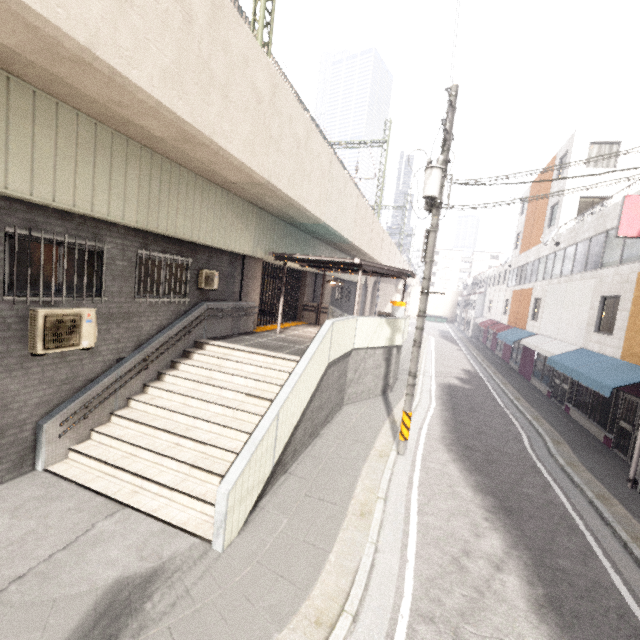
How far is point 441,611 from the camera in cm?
456

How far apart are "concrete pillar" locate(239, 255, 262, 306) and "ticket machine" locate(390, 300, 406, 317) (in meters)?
6.32

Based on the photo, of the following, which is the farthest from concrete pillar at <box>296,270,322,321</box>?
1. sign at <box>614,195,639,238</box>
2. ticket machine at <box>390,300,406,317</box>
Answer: sign at <box>614,195,639,238</box>

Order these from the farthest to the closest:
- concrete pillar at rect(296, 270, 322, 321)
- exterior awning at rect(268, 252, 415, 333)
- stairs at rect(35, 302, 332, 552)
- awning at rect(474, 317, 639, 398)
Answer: concrete pillar at rect(296, 270, 322, 321) → exterior awning at rect(268, 252, 415, 333) → awning at rect(474, 317, 639, 398) → stairs at rect(35, 302, 332, 552)

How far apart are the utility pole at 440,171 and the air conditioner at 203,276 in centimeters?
637cm

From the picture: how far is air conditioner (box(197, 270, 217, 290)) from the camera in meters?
10.0

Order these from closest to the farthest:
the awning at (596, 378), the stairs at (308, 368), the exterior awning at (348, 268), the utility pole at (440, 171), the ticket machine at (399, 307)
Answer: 1. the stairs at (308, 368)
2. the utility pole at (440, 171)
3. the awning at (596, 378)
4. the exterior awning at (348, 268)
5. the ticket machine at (399, 307)

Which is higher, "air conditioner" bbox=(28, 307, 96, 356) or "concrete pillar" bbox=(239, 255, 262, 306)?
"concrete pillar" bbox=(239, 255, 262, 306)
